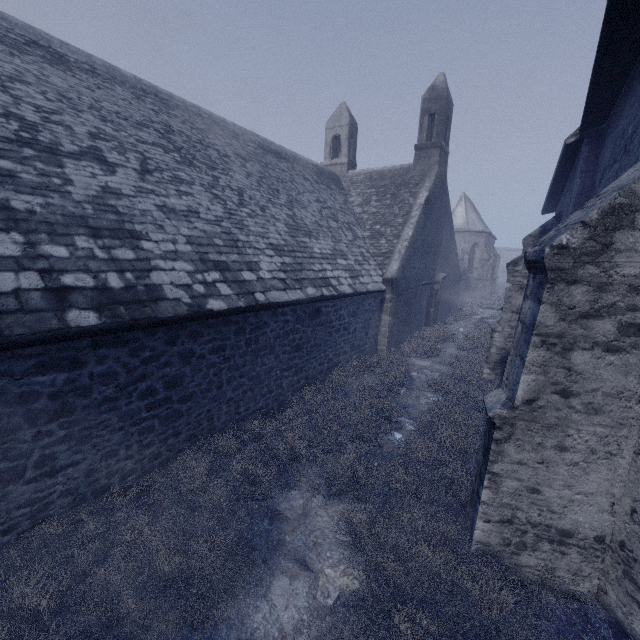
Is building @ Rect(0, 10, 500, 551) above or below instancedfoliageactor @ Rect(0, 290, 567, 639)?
above

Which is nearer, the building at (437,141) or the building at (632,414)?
the building at (632,414)

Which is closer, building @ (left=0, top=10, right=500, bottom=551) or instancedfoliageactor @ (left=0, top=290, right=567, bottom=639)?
instancedfoliageactor @ (left=0, top=290, right=567, bottom=639)

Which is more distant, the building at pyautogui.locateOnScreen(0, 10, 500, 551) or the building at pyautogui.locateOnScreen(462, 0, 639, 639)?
the building at pyautogui.locateOnScreen(0, 10, 500, 551)

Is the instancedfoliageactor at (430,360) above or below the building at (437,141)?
below

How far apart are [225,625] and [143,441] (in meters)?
2.80
